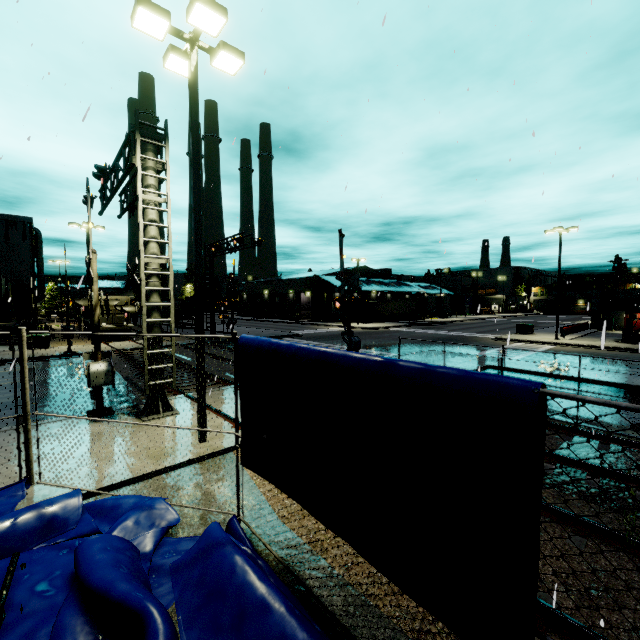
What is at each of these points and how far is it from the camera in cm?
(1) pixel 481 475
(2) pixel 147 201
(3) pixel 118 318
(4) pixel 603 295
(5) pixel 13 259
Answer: (1) tarp, 218
(2) railroad crossing overhang, 964
(3) cargo container door, 2955
(4) building, 3950
(5) building, 4522

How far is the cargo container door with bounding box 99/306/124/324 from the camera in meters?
28.7 m

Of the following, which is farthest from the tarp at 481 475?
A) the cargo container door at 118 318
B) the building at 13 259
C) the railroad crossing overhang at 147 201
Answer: the cargo container door at 118 318

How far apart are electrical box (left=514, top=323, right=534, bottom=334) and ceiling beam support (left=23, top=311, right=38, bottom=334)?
50.53m

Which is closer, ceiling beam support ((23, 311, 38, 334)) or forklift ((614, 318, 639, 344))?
forklift ((614, 318, 639, 344))

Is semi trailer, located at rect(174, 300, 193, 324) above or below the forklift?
above

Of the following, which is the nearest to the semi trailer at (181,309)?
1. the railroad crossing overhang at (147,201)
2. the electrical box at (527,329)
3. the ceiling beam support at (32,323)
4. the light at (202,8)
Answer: the light at (202,8)

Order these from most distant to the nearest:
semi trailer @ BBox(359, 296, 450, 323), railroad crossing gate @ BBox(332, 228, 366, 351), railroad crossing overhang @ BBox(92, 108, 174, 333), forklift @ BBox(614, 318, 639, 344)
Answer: semi trailer @ BBox(359, 296, 450, 323) → forklift @ BBox(614, 318, 639, 344) → railroad crossing gate @ BBox(332, 228, 366, 351) → railroad crossing overhang @ BBox(92, 108, 174, 333)
